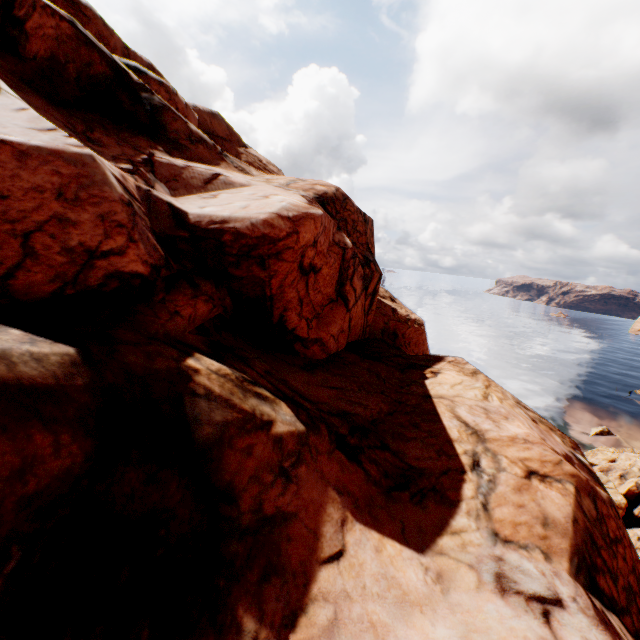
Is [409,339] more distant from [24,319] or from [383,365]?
[24,319]
